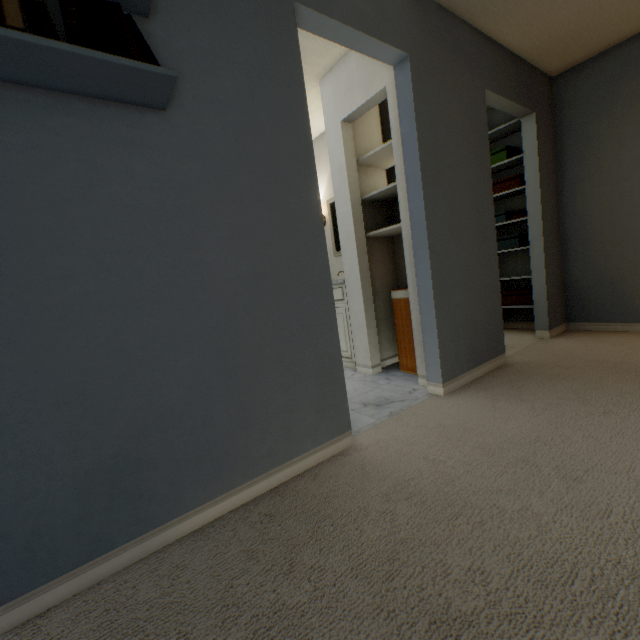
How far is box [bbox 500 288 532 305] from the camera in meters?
3.4

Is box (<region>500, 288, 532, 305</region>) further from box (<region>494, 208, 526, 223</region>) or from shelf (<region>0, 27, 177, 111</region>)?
shelf (<region>0, 27, 177, 111</region>)

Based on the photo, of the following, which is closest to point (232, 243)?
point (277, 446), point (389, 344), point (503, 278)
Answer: point (277, 446)

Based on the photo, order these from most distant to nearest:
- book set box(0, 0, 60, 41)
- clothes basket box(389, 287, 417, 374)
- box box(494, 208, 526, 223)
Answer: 1. box box(494, 208, 526, 223)
2. clothes basket box(389, 287, 417, 374)
3. book set box(0, 0, 60, 41)

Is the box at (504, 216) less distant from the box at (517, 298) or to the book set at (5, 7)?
the box at (517, 298)

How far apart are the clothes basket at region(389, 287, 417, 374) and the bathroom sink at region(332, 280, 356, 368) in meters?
0.4

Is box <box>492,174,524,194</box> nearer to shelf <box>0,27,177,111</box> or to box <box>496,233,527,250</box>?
box <box>496,233,527,250</box>

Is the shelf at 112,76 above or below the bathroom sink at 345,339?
above
